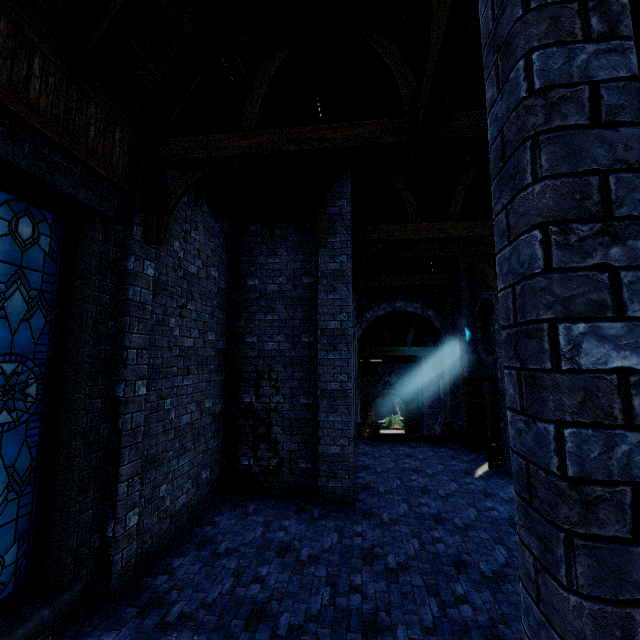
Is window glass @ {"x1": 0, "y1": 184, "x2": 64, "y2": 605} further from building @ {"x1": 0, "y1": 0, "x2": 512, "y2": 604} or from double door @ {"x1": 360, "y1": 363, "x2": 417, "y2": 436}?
double door @ {"x1": 360, "y1": 363, "x2": 417, "y2": 436}

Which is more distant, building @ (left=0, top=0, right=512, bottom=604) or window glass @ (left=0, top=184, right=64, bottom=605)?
building @ (left=0, top=0, right=512, bottom=604)

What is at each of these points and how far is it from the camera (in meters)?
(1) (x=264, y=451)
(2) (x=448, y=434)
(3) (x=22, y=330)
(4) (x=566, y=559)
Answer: (1) building, 8.09
(2) stairs, 12.77
(3) window glass, 3.80
(4) pillar, 1.22

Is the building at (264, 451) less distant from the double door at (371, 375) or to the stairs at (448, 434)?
the double door at (371, 375)

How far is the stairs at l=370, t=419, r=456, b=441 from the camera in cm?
1280

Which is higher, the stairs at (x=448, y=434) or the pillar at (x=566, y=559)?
the pillar at (x=566, y=559)

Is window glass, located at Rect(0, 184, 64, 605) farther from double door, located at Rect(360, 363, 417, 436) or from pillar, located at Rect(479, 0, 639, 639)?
double door, located at Rect(360, 363, 417, 436)

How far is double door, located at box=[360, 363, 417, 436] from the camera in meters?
24.0
